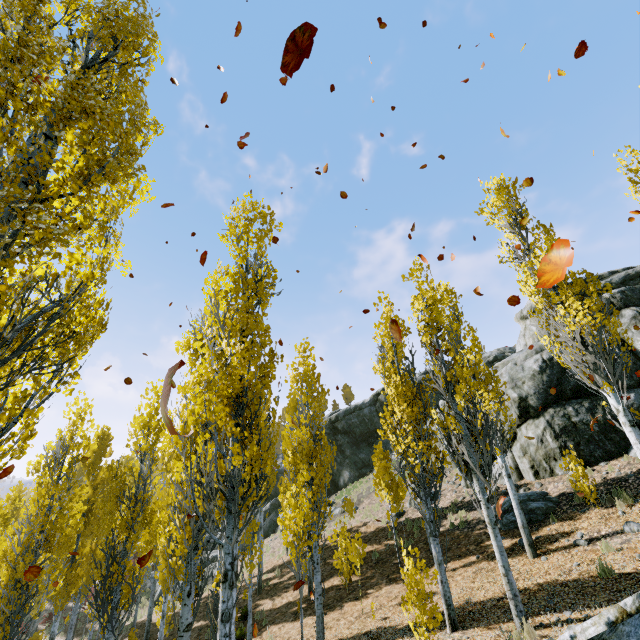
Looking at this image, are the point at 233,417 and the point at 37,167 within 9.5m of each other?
yes

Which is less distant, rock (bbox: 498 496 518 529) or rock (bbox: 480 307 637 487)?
rock (bbox: 498 496 518 529)

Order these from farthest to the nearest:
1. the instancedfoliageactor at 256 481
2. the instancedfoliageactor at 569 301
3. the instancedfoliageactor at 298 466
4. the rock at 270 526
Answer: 1. the rock at 270 526
2. the instancedfoliageactor at 569 301
3. the instancedfoliageactor at 298 466
4. the instancedfoliageactor at 256 481

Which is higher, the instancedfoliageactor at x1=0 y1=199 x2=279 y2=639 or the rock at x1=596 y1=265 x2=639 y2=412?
the rock at x1=596 y1=265 x2=639 y2=412

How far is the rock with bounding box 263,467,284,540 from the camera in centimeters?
3102cm

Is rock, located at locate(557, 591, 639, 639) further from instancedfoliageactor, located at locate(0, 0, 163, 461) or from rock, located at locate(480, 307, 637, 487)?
rock, located at locate(480, 307, 637, 487)

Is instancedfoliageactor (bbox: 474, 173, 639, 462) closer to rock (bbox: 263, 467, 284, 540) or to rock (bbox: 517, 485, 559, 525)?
rock (bbox: 517, 485, 559, 525)

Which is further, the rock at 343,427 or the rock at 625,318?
the rock at 343,427
